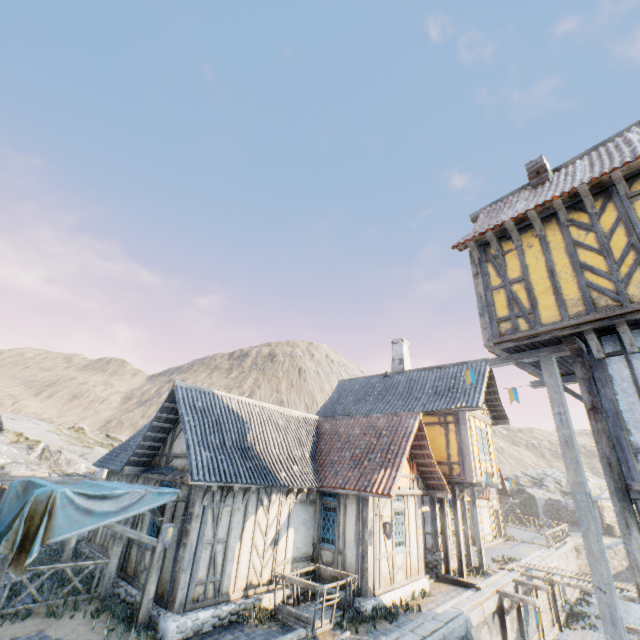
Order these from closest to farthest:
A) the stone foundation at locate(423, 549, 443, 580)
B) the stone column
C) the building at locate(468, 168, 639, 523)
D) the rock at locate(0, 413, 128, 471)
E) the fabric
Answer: the building at locate(468, 168, 639, 523), the fabric, the stone foundation at locate(423, 549, 443, 580), the rock at locate(0, 413, 128, 471), the stone column

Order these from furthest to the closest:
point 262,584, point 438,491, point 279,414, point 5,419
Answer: point 5,419, point 279,414, point 438,491, point 262,584

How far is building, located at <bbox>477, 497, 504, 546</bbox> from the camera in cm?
2283

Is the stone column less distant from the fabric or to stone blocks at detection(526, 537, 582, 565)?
stone blocks at detection(526, 537, 582, 565)

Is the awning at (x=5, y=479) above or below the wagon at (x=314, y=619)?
above

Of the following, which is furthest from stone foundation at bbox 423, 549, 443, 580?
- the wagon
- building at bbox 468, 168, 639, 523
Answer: building at bbox 468, 168, 639, 523

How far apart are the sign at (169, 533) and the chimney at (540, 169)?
14.2 meters

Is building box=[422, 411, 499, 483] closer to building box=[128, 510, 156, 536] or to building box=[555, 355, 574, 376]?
building box=[128, 510, 156, 536]
